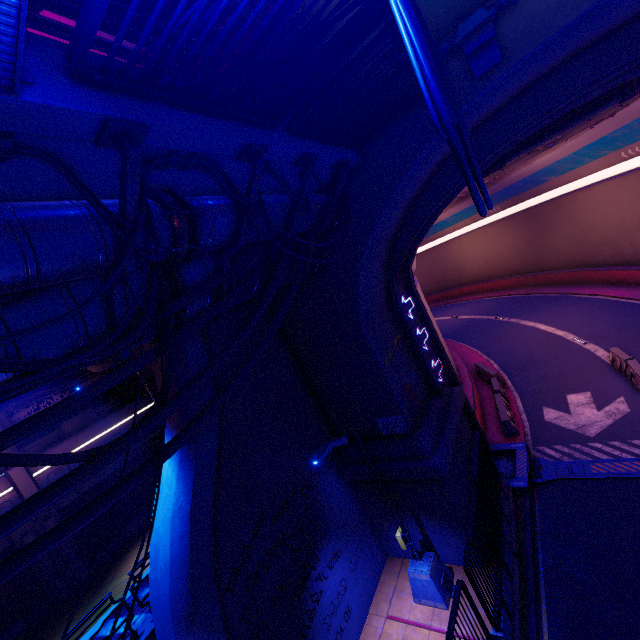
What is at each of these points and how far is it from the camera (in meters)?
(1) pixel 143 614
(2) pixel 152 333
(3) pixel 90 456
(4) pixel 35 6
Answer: (1) fence, 7.82
(2) walkway, 5.23
(3) cable, 3.66
(4) pipe, 6.18

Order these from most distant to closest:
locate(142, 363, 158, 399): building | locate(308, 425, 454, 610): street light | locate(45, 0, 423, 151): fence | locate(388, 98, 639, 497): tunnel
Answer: locate(142, 363, 158, 399): building
locate(388, 98, 639, 497): tunnel
locate(308, 425, 454, 610): street light
locate(45, 0, 423, 151): fence

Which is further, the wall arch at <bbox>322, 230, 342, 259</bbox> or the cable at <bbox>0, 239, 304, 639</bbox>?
the wall arch at <bbox>322, 230, 342, 259</bbox>

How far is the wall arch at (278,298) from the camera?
10.5 meters

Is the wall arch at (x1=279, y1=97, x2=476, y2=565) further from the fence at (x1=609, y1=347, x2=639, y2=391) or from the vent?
the fence at (x1=609, y1=347, x2=639, y2=391)

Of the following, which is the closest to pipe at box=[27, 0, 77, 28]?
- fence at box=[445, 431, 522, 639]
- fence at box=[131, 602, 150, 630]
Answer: fence at box=[131, 602, 150, 630]

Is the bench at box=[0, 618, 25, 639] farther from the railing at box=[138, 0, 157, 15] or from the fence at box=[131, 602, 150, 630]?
the railing at box=[138, 0, 157, 15]
